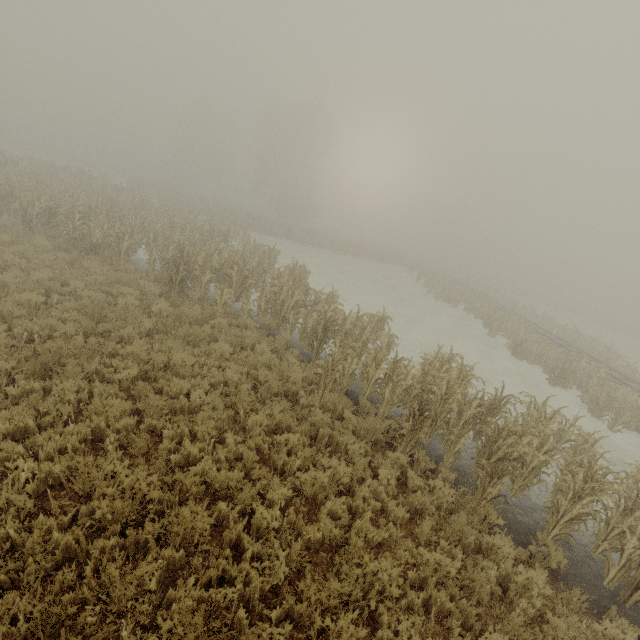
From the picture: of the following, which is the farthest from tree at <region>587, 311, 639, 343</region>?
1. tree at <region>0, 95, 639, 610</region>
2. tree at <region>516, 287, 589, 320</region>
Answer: tree at <region>0, 95, 639, 610</region>

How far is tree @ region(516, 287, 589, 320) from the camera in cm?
5217

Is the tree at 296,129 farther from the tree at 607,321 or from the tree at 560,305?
the tree at 560,305

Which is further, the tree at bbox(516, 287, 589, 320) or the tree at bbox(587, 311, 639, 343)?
the tree at bbox(516, 287, 589, 320)

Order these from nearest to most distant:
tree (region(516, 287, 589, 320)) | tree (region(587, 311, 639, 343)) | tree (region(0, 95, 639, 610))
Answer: tree (region(0, 95, 639, 610)) → tree (region(587, 311, 639, 343)) → tree (region(516, 287, 589, 320))

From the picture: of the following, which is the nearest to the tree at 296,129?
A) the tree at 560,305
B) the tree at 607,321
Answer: the tree at 607,321

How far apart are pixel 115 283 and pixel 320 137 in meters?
47.7 m
